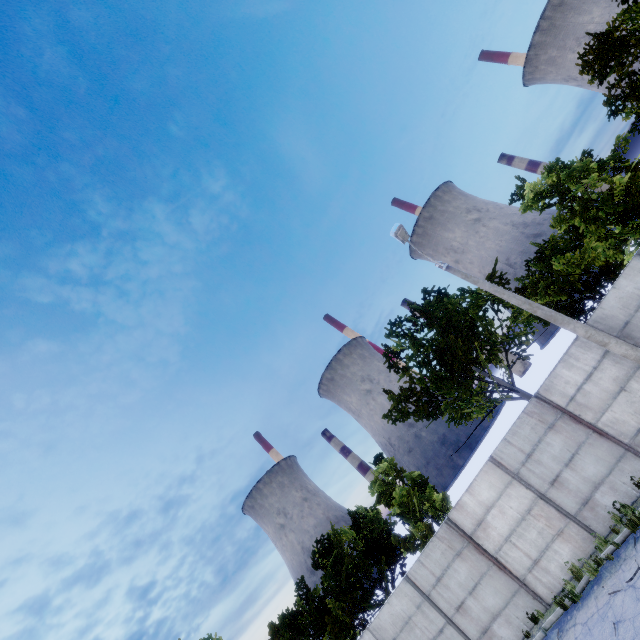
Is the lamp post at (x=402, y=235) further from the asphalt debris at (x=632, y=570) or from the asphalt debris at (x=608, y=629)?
the asphalt debris at (x=608, y=629)

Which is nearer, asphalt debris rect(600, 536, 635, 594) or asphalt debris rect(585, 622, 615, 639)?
asphalt debris rect(585, 622, 615, 639)

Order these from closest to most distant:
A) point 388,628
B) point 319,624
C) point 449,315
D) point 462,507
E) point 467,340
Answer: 1. point 462,507
2. point 388,628
3. point 449,315
4. point 467,340
5. point 319,624

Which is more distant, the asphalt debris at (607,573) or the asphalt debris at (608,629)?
the asphalt debris at (607,573)

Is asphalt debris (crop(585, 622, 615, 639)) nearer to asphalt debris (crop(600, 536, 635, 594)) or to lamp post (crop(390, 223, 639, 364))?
asphalt debris (crop(600, 536, 635, 594))

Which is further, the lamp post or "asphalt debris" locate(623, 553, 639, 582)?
the lamp post
